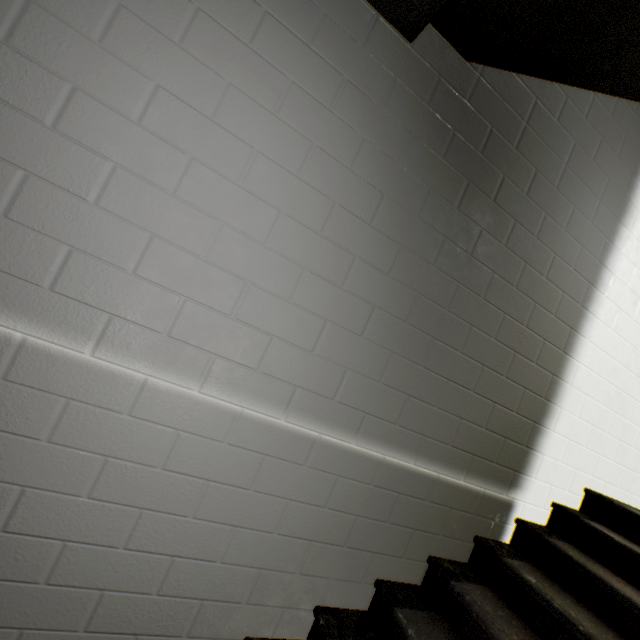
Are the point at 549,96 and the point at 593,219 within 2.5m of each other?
yes

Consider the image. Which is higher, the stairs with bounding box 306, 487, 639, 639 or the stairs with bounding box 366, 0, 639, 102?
the stairs with bounding box 366, 0, 639, 102

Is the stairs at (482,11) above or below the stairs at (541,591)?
above
